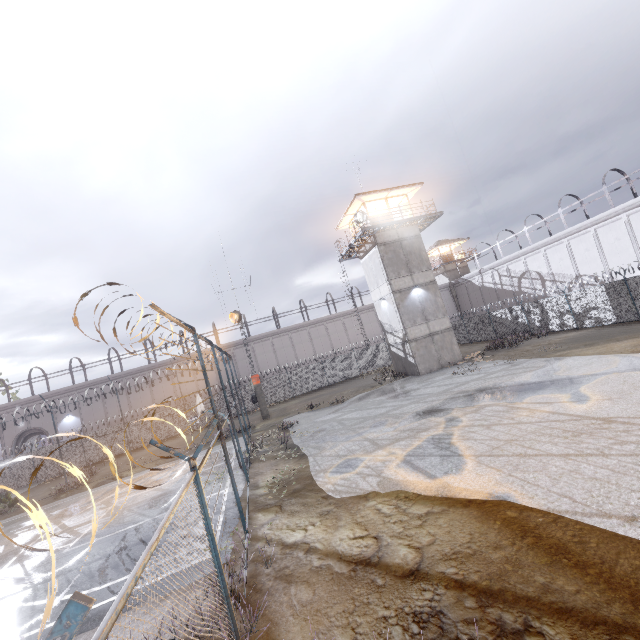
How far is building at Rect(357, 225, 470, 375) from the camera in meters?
25.0

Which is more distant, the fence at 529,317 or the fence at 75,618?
the fence at 529,317

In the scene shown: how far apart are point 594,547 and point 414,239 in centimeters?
2401cm

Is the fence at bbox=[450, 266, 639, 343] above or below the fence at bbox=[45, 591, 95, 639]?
below

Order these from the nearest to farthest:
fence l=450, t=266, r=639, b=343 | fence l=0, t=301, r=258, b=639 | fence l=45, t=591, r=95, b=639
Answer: fence l=45, t=591, r=95, b=639
fence l=0, t=301, r=258, b=639
fence l=450, t=266, r=639, b=343

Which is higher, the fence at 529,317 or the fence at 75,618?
the fence at 75,618

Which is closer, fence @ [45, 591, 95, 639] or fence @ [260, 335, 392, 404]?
fence @ [45, 591, 95, 639]

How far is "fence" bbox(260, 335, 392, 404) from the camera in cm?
3412
